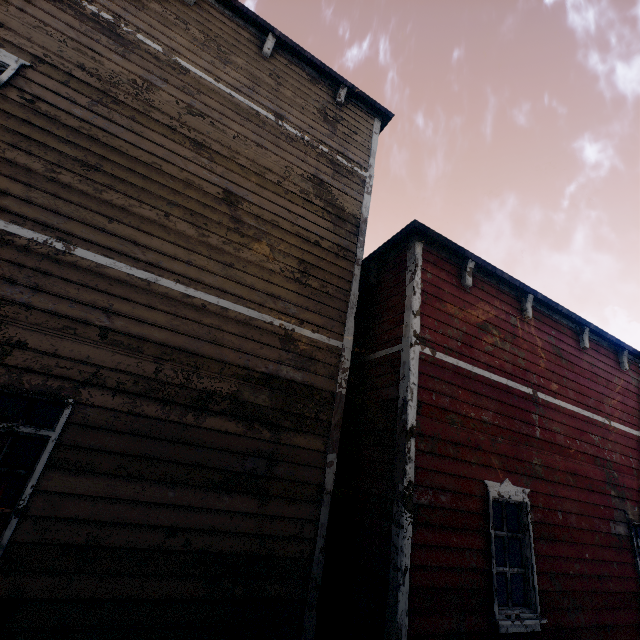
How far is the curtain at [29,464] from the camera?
3.2 meters

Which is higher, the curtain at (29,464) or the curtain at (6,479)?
the curtain at (29,464)

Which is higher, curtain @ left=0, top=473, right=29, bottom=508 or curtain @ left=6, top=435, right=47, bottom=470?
curtain @ left=6, top=435, right=47, bottom=470

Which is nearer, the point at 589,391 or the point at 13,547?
the point at 13,547

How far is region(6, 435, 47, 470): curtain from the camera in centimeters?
323cm
